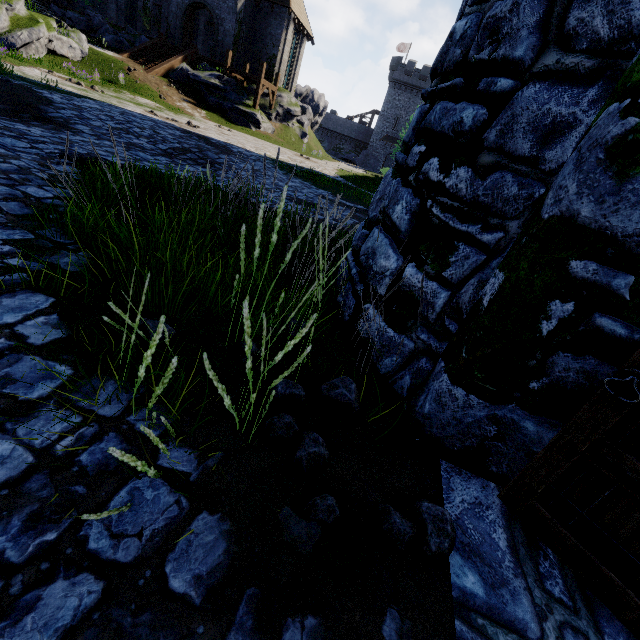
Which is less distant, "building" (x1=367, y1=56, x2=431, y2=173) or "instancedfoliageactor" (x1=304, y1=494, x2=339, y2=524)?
"instancedfoliageactor" (x1=304, y1=494, x2=339, y2=524)

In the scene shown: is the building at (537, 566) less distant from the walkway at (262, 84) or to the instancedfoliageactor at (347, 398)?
the instancedfoliageactor at (347, 398)

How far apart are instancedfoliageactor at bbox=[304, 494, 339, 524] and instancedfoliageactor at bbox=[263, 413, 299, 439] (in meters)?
0.75

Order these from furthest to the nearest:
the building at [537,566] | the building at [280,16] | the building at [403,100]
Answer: the building at [403,100]
the building at [280,16]
the building at [537,566]

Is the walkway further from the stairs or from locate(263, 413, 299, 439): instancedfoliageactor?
locate(263, 413, 299, 439): instancedfoliageactor

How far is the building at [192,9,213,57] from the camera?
29.60m

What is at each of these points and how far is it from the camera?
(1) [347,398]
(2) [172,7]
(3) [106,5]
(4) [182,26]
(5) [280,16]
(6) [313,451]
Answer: (1) instancedfoliageactor, 2.3m
(2) building, 27.1m
(3) building, 31.1m
(4) double door, 27.4m
(5) building, 27.9m
(6) instancedfoliageactor, 1.8m
